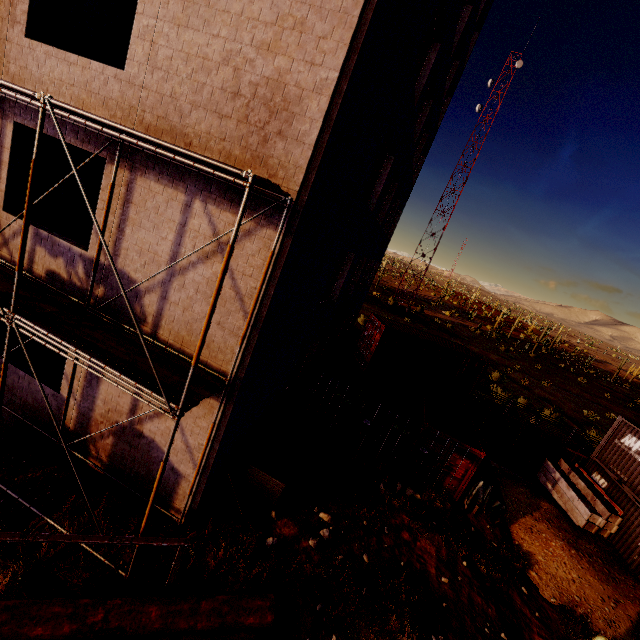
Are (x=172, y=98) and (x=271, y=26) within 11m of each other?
yes

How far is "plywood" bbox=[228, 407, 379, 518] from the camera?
9.5 meters

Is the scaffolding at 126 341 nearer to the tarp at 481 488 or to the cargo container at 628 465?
the tarp at 481 488

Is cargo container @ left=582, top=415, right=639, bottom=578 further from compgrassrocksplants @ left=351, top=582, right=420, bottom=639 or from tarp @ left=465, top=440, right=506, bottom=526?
compgrassrocksplants @ left=351, top=582, right=420, bottom=639

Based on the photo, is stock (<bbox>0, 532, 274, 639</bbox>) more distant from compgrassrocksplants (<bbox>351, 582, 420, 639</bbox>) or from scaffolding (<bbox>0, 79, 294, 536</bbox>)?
compgrassrocksplants (<bbox>351, 582, 420, 639</bbox>)

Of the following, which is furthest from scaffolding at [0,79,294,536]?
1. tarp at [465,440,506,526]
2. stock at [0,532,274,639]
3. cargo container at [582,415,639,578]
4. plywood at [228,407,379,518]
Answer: cargo container at [582,415,639,578]

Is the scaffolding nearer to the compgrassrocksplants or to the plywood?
the plywood

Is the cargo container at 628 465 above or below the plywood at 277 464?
above
